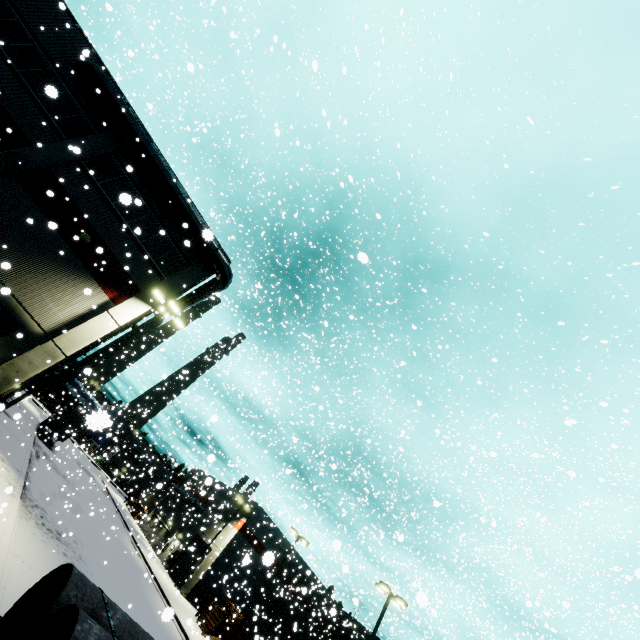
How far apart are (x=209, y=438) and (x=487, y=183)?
33.9 meters

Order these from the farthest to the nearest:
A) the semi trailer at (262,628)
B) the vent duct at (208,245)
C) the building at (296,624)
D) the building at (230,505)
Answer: the building at (296,624)
the building at (230,505)
the semi trailer at (262,628)
the vent duct at (208,245)

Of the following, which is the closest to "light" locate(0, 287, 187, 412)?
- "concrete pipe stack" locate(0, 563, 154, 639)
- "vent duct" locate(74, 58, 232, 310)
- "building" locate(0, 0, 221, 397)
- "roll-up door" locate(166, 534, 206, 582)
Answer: "building" locate(0, 0, 221, 397)

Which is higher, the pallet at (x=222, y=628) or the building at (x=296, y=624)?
the building at (x=296, y=624)

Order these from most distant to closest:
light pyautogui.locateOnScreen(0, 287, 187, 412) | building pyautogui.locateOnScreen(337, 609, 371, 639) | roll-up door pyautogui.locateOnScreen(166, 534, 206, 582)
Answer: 1. roll-up door pyautogui.locateOnScreen(166, 534, 206, 582)
2. building pyautogui.locateOnScreen(337, 609, 371, 639)
3. light pyautogui.locateOnScreen(0, 287, 187, 412)

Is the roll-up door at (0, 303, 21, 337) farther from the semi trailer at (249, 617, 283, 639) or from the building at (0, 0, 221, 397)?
the semi trailer at (249, 617, 283, 639)

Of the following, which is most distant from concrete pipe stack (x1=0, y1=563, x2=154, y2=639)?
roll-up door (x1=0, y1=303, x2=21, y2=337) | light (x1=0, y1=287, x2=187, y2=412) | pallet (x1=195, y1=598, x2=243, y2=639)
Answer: A: pallet (x1=195, y1=598, x2=243, y2=639)

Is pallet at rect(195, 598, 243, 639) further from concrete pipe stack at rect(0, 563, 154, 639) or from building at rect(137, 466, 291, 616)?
concrete pipe stack at rect(0, 563, 154, 639)
